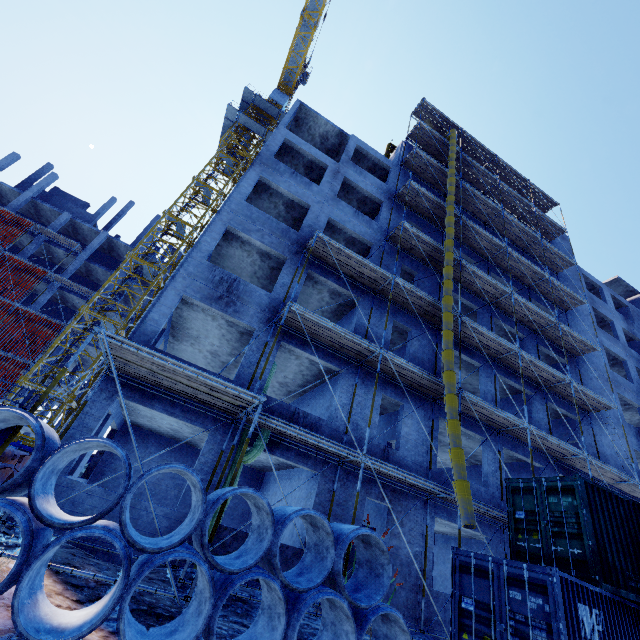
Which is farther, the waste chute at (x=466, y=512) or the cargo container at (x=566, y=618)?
the waste chute at (x=466, y=512)

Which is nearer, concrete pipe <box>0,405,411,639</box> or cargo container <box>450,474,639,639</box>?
concrete pipe <box>0,405,411,639</box>

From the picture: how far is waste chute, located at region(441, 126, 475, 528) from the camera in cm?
927

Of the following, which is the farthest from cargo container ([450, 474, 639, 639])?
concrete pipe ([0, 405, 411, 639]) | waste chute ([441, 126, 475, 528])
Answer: concrete pipe ([0, 405, 411, 639])

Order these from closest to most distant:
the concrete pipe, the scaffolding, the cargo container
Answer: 1. the concrete pipe
2. the cargo container
3. the scaffolding

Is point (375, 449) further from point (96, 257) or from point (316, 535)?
point (96, 257)

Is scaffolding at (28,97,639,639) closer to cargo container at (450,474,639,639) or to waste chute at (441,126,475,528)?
waste chute at (441,126,475,528)

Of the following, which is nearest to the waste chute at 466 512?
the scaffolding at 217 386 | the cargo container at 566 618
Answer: Answer: the scaffolding at 217 386
